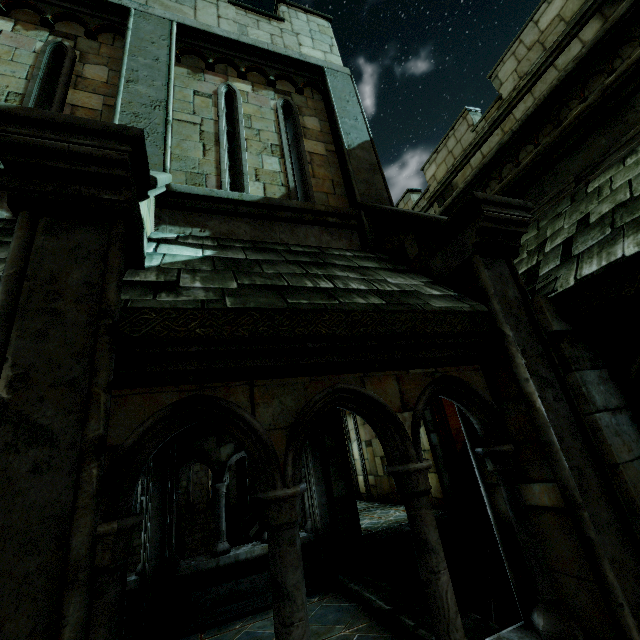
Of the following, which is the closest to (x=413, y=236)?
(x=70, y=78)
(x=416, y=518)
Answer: (x=416, y=518)

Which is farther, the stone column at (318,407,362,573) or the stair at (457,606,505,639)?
the stone column at (318,407,362,573)

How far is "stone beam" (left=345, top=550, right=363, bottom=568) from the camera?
6.59m

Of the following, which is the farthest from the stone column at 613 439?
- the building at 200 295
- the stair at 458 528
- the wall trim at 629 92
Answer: the wall trim at 629 92

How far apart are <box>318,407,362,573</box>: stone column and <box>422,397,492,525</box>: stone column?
2.8m

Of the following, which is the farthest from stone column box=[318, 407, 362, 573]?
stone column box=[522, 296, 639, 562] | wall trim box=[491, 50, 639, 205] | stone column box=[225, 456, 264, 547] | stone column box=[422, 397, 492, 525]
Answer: stone column box=[225, 456, 264, 547]

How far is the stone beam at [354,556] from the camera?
6.6m

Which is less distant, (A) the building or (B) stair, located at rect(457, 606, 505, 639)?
(A) the building
